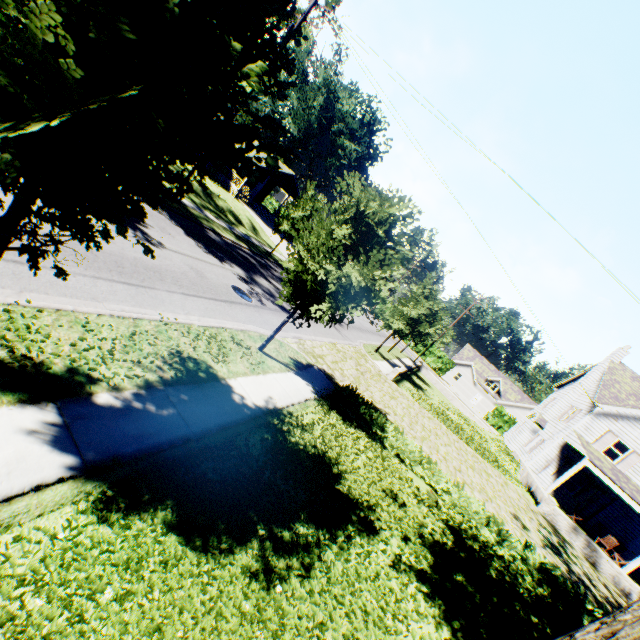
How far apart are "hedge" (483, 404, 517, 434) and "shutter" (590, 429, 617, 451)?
28.13m

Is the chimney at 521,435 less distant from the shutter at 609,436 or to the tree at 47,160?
the shutter at 609,436

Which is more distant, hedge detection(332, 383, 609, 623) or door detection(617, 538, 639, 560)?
door detection(617, 538, 639, 560)

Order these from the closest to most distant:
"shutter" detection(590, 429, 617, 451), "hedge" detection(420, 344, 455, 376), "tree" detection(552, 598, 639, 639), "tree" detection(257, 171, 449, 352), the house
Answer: "tree" detection(552, 598, 639, 639) → "tree" detection(257, 171, 449, 352) → "shutter" detection(590, 429, 617, 451) → the house → "hedge" detection(420, 344, 455, 376)

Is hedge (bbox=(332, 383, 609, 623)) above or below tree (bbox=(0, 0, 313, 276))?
below

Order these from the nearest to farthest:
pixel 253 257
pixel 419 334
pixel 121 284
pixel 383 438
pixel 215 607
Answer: pixel 215 607 < pixel 121 284 < pixel 383 438 < pixel 253 257 < pixel 419 334

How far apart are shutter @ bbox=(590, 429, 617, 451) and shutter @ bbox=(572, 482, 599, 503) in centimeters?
216cm

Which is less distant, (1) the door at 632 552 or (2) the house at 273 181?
(1) the door at 632 552
